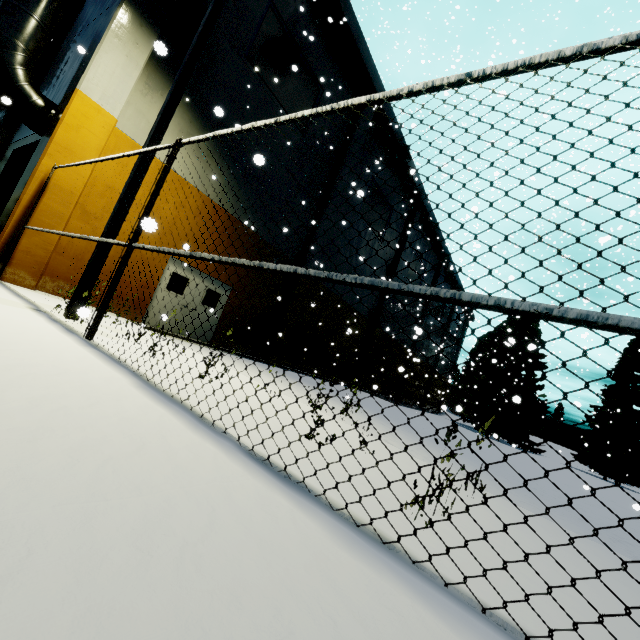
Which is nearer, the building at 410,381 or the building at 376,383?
the building at 376,383

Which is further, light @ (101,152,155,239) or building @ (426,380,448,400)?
building @ (426,380,448,400)

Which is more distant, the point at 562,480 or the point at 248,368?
the point at 562,480

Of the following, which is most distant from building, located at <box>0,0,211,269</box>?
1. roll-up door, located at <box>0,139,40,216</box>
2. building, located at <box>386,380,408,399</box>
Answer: building, located at <box>386,380,408,399</box>

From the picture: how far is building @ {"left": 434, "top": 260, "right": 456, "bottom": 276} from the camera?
33.0m

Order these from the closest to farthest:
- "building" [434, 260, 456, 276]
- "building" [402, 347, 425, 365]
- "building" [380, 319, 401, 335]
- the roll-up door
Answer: the roll-up door < "building" [402, 347, 425, 365] < "building" [380, 319, 401, 335] < "building" [434, 260, 456, 276]
